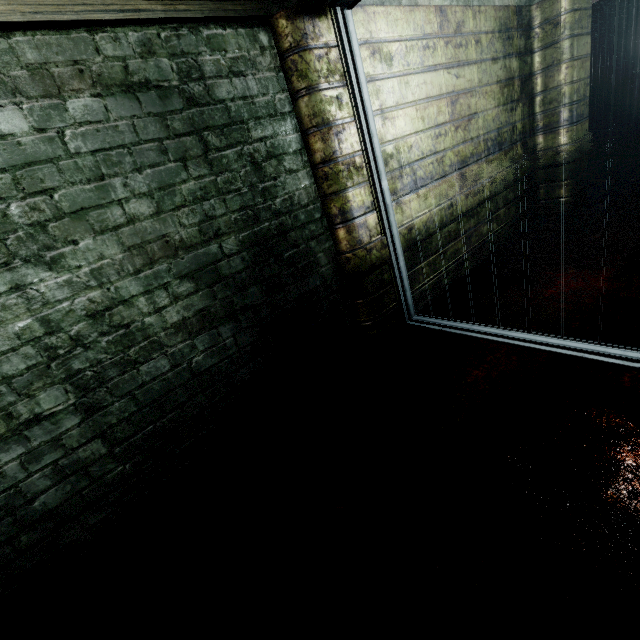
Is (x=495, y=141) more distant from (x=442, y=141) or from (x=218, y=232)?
(x=218, y=232)
